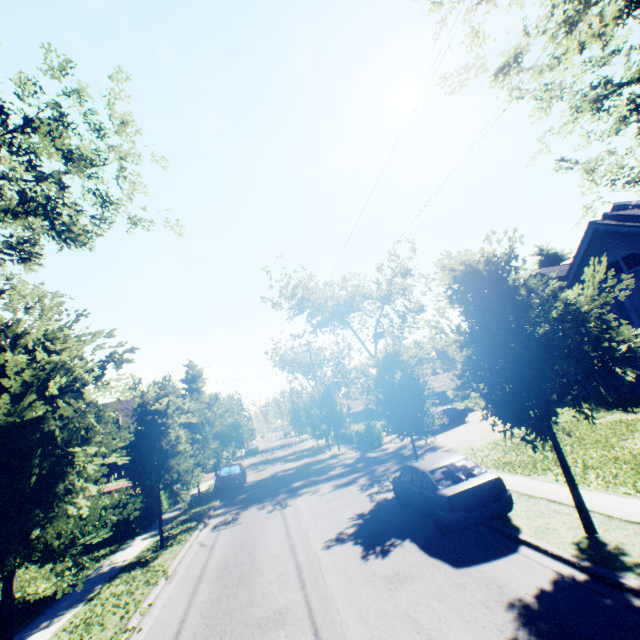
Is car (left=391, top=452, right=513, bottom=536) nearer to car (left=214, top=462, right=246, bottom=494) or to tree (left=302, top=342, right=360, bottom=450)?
tree (left=302, top=342, right=360, bottom=450)

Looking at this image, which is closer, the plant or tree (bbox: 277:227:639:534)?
tree (bbox: 277:227:639:534)

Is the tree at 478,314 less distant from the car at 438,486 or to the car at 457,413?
the car at 438,486

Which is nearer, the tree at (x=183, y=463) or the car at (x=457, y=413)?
the tree at (x=183, y=463)

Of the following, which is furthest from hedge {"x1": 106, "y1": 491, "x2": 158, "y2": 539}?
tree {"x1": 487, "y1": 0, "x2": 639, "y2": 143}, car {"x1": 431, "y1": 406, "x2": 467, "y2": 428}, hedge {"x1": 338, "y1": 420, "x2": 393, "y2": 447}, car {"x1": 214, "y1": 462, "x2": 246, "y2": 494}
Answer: car {"x1": 431, "y1": 406, "x2": 467, "y2": 428}

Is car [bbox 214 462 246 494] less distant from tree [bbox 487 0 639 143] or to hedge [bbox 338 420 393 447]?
tree [bbox 487 0 639 143]

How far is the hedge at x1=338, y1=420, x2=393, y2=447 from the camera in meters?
28.5

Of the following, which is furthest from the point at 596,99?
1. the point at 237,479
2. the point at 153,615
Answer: the point at 237,479
